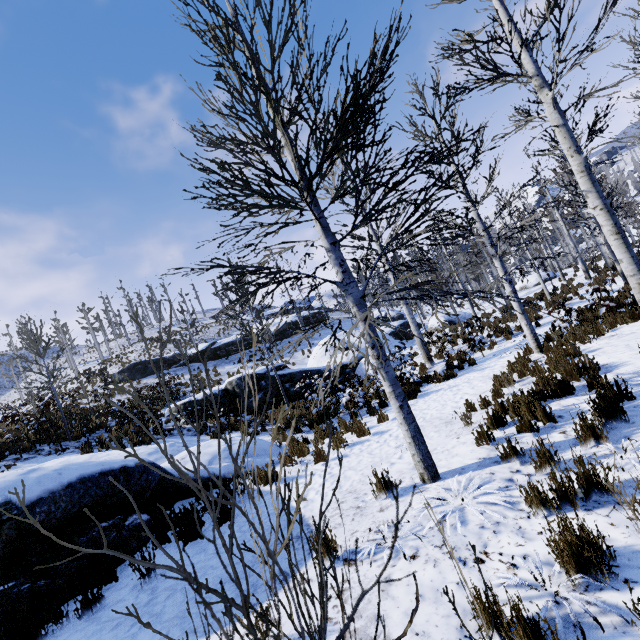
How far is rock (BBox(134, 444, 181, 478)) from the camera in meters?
6.2 m

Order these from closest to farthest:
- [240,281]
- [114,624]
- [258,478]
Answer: [114,624] → [258,478] → [240,281]

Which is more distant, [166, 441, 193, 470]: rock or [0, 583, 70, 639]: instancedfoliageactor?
[166, 441, 193, 470]: rock

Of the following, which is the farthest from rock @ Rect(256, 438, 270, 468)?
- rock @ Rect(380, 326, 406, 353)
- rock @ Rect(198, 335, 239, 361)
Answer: rock @ Rect(198, 335, 239, 361)

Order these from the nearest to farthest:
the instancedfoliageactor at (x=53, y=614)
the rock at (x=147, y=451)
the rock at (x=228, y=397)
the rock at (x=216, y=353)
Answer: the instancedfoliageactor at (x=53, y=614) < the rock at (x=147, y=451) < the rock at (x=228, y=397) < the rock at (x=216, y=353)

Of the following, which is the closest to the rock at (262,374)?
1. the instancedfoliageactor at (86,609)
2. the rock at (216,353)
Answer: the rock at (216,353)

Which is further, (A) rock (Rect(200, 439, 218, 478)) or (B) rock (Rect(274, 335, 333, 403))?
(B) rock (Rect(274, 335, 333, 403))

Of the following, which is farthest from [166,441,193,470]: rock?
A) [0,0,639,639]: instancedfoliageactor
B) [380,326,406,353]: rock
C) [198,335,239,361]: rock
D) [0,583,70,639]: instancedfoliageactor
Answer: [198,335,239,361]: rock
